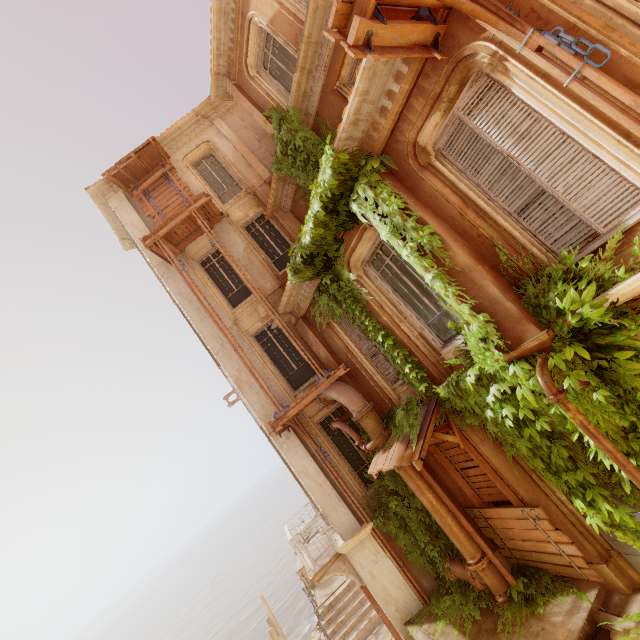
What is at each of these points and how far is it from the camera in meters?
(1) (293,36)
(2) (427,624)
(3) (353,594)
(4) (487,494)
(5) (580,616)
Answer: (1) window, 8.6 m
(2) building, 8.2 m
(3) stairs, 15.0 m
(4) wood, 7.7 m
(5) building, 5.8 m

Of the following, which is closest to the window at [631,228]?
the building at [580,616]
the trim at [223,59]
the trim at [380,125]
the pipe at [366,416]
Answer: the trim at [380,125]

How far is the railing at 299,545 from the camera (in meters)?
9.22

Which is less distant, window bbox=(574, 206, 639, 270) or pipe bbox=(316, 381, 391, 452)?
window bbox=(574, 206, 639, 270)

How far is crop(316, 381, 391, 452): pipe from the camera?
8.07m

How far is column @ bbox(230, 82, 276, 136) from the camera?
10.5m

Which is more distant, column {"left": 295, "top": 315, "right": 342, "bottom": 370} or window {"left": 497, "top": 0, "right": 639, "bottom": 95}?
column {"left": 295, "top": 315, "right": 342, "bottom": 370}

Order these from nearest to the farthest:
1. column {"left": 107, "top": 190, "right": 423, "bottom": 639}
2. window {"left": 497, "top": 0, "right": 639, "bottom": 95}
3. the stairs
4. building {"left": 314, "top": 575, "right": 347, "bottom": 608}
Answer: window {"left": 497, "top": 0, "right": 639, "bottom": 95}
column {"left": 107, "top": 190, "right": 423, "bottom": 639}
the stairs
building {"left": 314, "top": 575, "right": 347, "bottom": 608}
